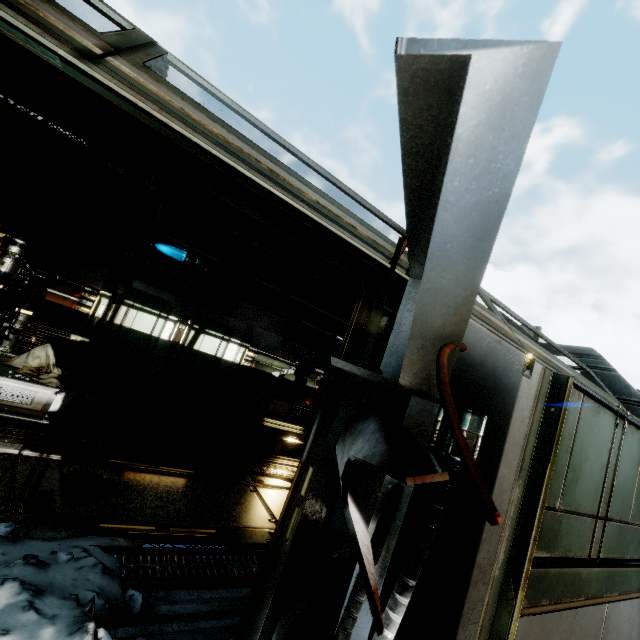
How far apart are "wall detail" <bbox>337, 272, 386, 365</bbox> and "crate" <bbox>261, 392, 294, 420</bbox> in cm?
717

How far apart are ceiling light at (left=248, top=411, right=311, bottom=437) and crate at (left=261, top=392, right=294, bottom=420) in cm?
2

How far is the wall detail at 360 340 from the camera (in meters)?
1.89

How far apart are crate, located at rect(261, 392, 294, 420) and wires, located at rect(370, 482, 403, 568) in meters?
8.5

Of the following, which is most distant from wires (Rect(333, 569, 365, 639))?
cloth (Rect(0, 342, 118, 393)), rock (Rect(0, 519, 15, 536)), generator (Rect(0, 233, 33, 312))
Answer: generator (Rect(0, 233, 33, 312))

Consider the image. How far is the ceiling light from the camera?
8.84m

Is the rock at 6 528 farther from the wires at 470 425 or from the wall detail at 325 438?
the wires at 470 425

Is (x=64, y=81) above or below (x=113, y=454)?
above
